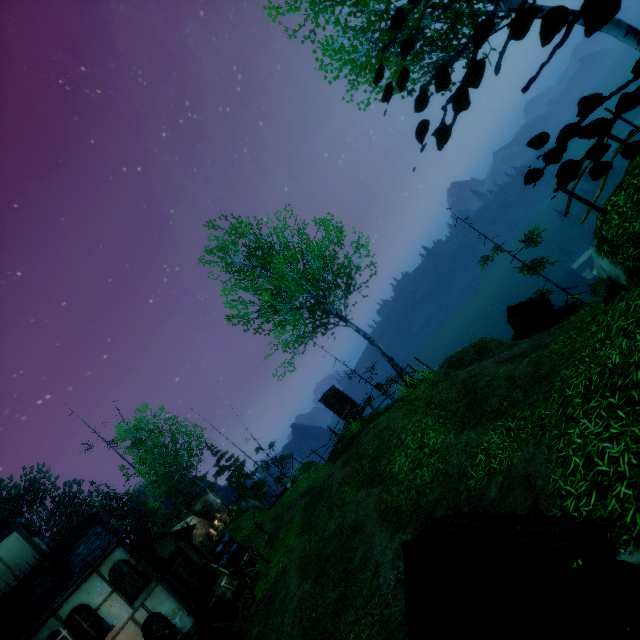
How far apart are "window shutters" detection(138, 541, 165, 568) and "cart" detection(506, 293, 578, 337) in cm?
1784

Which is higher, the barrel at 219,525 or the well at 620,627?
the barrel at 219,525

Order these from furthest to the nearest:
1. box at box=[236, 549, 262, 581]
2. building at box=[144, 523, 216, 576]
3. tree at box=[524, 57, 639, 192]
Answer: building at box=[144, 523, 216, 576] < box at box=[236, 549, 262, 581] < tree at box=[524, 57, 639, 192]

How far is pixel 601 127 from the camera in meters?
1.5 m

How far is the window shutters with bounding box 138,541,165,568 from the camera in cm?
1370

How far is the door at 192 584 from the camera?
15.02m

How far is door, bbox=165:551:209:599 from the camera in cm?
1502

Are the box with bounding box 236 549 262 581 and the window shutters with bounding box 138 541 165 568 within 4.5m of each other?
yes
